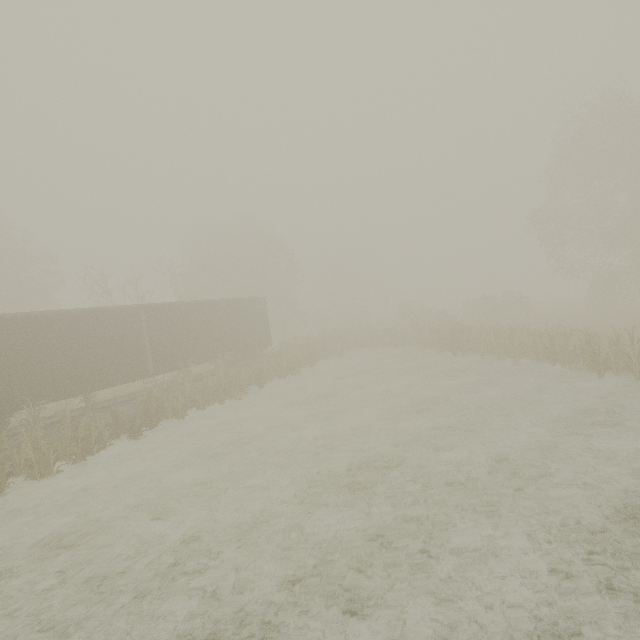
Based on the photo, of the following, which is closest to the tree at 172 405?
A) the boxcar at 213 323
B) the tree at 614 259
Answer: the boxcar at 213 323

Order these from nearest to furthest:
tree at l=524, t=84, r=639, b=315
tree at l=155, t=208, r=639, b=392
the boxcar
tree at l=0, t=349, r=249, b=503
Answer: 1. tree at l=0, t=349, r=249, b=503
2. the boxcar
3. tree at l=155, t=208, r=639, b=392
4. tree at l=524, t=84, r=639, b=315

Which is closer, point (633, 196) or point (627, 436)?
point (627, 436)

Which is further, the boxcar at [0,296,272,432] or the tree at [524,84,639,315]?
the tree at [524,84,639,315]

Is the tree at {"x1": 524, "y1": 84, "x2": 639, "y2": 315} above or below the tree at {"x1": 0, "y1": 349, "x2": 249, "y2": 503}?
above

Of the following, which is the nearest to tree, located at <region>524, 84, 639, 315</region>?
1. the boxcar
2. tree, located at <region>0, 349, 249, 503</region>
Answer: the boxcar

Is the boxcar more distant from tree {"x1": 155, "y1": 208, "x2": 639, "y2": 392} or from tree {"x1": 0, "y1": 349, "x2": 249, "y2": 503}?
tree {"x1": 155, "y1": 208, "x2": 639, "y2": 392}
